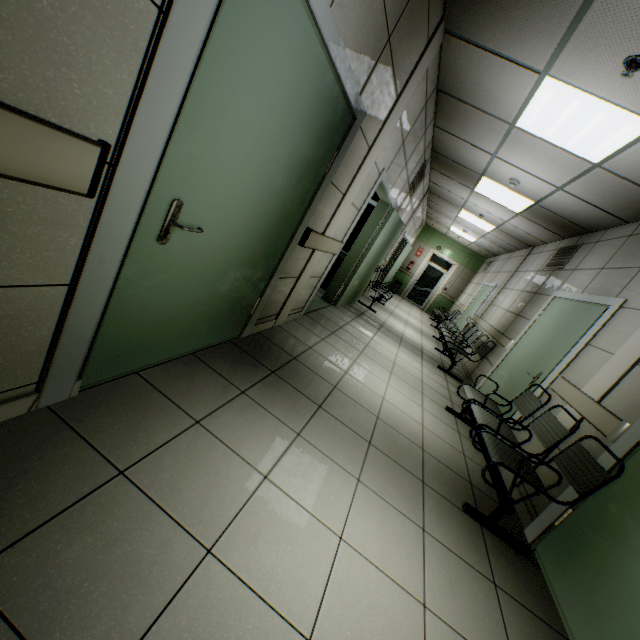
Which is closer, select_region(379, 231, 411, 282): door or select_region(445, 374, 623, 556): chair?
select_region(445, 374, 623, 556): chair

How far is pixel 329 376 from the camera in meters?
3.3

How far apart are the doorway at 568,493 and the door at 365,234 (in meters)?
3.24

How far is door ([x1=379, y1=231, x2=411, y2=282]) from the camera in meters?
10.9

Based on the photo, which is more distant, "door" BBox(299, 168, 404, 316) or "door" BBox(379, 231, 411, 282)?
"door" BBox(379, 231, 411, 282)

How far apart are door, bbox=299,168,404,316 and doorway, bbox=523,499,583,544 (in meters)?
3.24

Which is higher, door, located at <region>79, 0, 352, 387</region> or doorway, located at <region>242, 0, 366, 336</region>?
doorway, located at <region>242, 0, 366, 336</region>

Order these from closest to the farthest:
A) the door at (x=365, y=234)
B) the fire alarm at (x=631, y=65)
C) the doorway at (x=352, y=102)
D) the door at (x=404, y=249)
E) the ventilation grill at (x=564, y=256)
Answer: the doorway at (x=352, y=102)
the fire alarm at (x=631, y=65)
the door at (x=365, y=234)
the ventilation grill at (x=564, y=256)
the door at (x=404, y=249)
